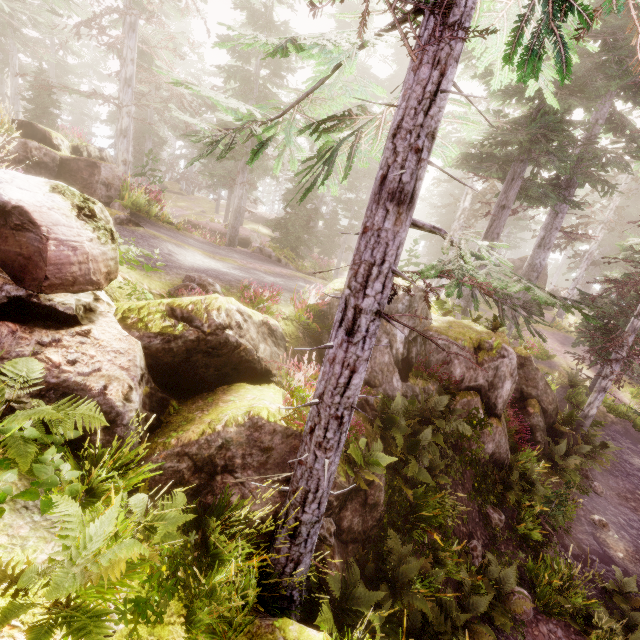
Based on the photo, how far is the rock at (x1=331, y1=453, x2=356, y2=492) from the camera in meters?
5.9

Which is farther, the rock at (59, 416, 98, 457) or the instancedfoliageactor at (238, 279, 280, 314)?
the instancedfoliageactor at (238, 279, 280, 314)

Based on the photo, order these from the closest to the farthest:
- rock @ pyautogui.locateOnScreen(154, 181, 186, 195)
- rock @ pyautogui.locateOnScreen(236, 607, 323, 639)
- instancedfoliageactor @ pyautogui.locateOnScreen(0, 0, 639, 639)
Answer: instancedfoliageactor @ pyautogui.locateOnScreen(0, 0, 639, 639)
rock @ pyautogui.locateOnScreen(236, 607, 323, 639)
rock @ pyautogui.locateOnScreen(154, 181, 186, 195)

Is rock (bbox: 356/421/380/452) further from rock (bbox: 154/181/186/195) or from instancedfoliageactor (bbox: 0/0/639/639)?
rock (bbox: 154/181/186/195)

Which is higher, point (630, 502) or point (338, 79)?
point (338, 79)

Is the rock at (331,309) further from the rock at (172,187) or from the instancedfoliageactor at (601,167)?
the rock at (172,187)
